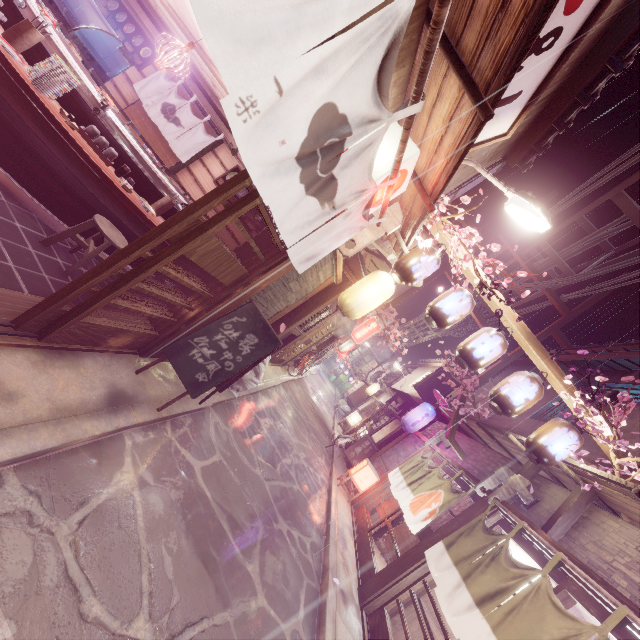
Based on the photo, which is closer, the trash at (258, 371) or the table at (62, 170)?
the table at (62, 170)

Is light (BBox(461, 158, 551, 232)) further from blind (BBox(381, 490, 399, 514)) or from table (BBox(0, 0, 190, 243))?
blind (BBox(381, 490, 399, 514))

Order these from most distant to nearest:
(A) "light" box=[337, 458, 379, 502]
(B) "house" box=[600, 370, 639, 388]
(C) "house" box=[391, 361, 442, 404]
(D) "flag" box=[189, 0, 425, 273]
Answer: (C) "house" box=[391, 361, 442, 404]
(A) "light" box=[337, 458, 379, 502]
(B) "house" box=[600, 370, 639, 388]
(D) "flag" box=[189, 0, 425, 273]

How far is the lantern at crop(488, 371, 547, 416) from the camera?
8.16m

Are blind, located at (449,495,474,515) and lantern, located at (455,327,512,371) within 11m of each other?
yes

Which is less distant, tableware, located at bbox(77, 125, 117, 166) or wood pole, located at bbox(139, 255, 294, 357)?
tableware, located at bbox(77, 125, 117, 166)

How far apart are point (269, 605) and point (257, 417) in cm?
694

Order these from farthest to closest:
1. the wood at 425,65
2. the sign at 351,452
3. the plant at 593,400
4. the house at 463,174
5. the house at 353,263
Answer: the sign at 351,452, the house at 353,263, the house at 463,174, the plant at 593,400, the wood at 425,65
